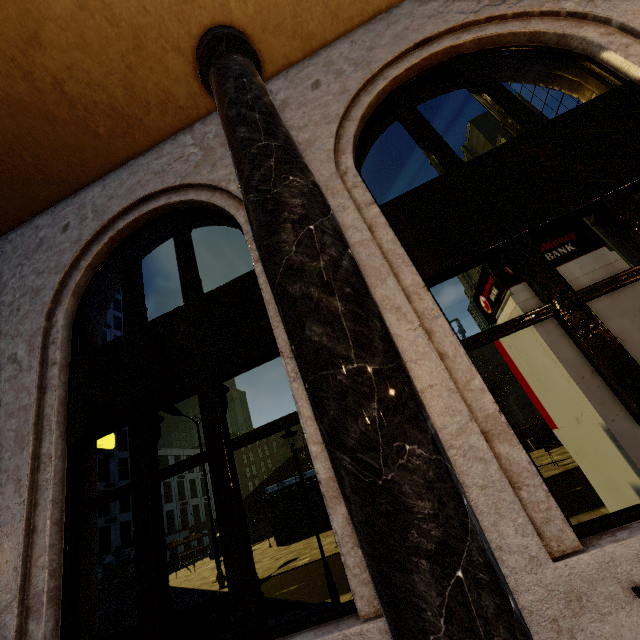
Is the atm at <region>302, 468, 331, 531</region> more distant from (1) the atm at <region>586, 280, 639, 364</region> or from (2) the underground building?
(1) the atm at <region>586, 280, 639, 364</region>

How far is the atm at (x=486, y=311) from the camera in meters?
3.1 m

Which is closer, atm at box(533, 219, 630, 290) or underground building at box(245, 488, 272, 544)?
atm at box(533, 219, 630, 290)

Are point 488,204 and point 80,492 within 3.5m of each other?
no

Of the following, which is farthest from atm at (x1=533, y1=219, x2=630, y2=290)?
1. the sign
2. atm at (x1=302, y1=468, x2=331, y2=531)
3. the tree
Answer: atm at (x1=302, y1=468, x2=331, y2=531)

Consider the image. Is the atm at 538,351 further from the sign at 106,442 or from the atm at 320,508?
the atm at 320,508

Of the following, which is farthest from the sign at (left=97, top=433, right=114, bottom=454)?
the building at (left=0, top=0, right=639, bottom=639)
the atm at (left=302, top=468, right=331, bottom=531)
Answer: the atm at (left=302, top=468, right=331, bottom=531)
